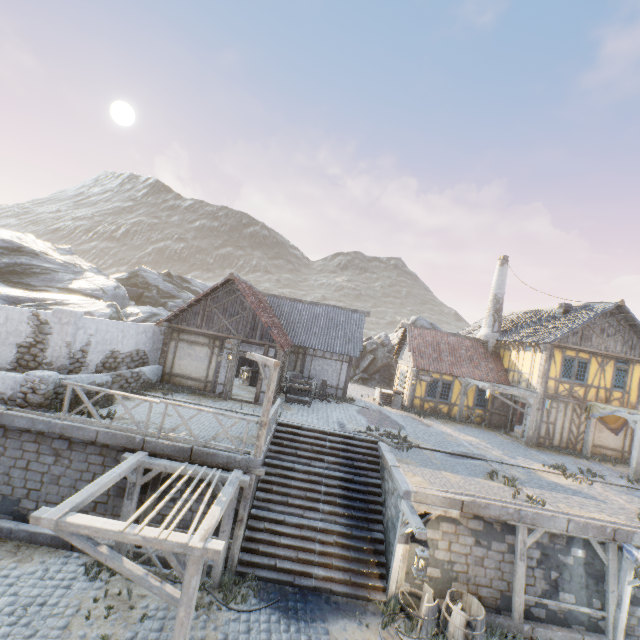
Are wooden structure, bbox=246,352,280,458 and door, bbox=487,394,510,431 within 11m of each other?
no

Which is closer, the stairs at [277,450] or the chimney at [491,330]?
the stairs at [277,450]

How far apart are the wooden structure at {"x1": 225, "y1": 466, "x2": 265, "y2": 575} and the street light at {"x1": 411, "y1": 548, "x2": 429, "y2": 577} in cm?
416

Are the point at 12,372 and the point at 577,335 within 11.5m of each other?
no

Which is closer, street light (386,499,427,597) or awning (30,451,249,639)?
awning (30,451,249,639)

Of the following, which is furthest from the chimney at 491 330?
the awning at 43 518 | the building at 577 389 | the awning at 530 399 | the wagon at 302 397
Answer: the awning at 43 518

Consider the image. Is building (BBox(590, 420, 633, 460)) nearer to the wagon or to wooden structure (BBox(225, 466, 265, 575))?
the wagon

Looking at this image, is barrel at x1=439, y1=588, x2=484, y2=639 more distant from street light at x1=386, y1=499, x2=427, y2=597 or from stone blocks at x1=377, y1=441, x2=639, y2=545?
stone blocks at x1=377, y1=441, x2=639, y2=545
